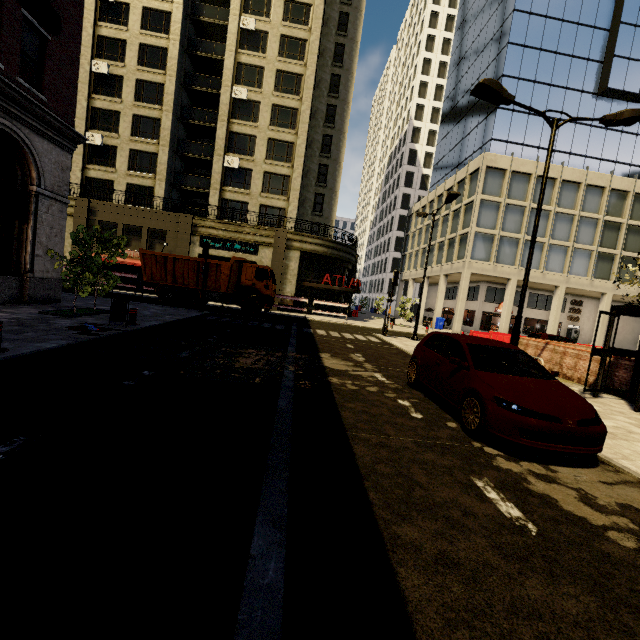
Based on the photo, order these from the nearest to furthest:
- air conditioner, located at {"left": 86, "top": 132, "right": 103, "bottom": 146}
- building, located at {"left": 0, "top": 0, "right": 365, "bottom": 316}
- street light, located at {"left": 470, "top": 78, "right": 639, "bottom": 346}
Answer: street light, located at {"left": 470, "top": 78, "right": 639, "bottom": 346}
building, located at {"left": 0, "top": 0, "right": 365, "bottom": 316}
air conditioner, located at {"left": 86, "top": 132, "right": 103, "bottom": 146}

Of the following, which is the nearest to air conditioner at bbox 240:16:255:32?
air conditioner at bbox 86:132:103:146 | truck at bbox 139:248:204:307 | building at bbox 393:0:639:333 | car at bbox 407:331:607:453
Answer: air conditioner at bbox 86:132:103:146

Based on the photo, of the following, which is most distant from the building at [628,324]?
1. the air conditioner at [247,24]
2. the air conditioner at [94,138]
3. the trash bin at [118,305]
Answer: the air conditioner at [94,138]

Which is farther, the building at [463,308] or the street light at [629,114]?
the building at [463,308]

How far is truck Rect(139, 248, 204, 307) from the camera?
19.2m

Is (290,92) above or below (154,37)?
below

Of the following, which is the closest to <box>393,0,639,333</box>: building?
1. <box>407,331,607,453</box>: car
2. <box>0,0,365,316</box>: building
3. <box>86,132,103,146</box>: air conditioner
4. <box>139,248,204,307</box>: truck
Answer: <box>0,0,365,316</box>: building

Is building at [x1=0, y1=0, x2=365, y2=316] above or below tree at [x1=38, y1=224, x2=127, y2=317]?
above
